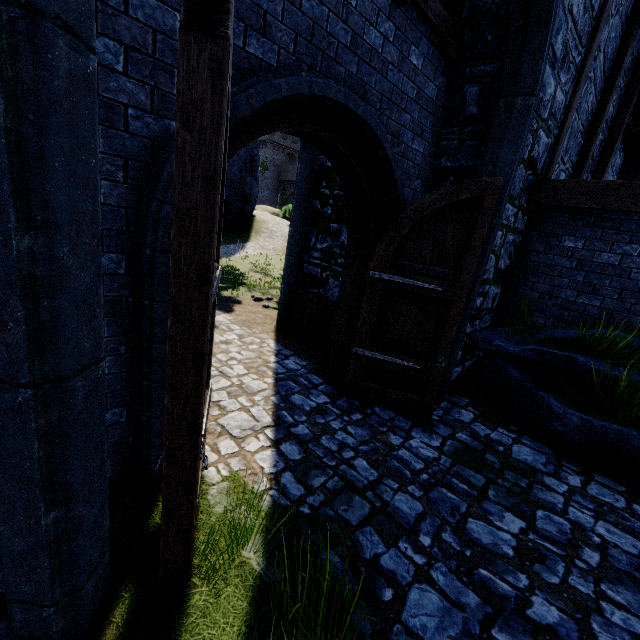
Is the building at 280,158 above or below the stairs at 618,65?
above

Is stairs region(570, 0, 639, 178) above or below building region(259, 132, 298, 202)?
below

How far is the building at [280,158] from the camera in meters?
57.0 m

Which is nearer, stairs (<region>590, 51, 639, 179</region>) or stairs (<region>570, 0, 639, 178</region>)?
stairs (<region>570, 0, 639, 178</region>)

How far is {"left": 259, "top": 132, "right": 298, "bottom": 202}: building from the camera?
57.0 meters

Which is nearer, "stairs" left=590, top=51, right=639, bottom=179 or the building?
"stairs" left=590, top=51, right=639, bottom=179

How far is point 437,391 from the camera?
5.3 meters
